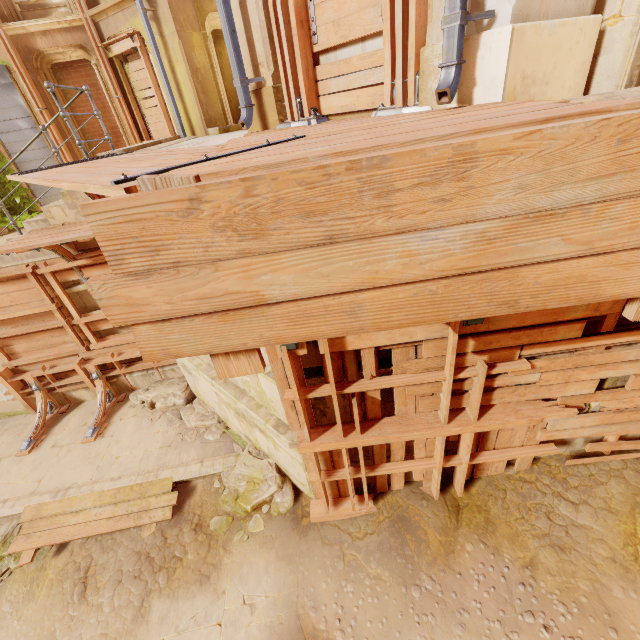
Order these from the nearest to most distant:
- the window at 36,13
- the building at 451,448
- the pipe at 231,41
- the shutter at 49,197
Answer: the pipe at 231,41 < the building at 451,448 < the window at 36,13 < the shutter at 49,197

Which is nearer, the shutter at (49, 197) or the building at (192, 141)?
the building at (192, 141)

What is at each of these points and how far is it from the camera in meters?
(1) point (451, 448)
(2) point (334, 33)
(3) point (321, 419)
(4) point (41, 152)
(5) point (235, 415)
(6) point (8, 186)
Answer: (1) building, 4.4 m
(2) wood, 3.5 m
(3) building, 4.0 m
(4) shutter, 10.2 m
(5) building, 5.8 m
(6) plant, 10.0 m

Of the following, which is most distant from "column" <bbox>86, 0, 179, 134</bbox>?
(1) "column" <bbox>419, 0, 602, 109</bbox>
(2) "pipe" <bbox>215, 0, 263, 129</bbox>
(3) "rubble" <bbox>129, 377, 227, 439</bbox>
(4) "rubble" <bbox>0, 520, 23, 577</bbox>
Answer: (4) "rubble" <bbox>0, 520, 23, 577</bbox>

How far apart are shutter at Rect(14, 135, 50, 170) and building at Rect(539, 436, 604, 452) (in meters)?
14.28

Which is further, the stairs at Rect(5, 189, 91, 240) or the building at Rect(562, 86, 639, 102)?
the stairs at Rect(5, 189, 91, 240)

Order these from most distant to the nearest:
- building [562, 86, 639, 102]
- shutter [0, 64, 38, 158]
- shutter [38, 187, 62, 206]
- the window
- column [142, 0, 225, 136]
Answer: shutter [38, 187, 62, 206]
shutter [0, 64, 38, 158]
the window
column [142, 0, 225, 136]
building [562, 86, 639, 102]

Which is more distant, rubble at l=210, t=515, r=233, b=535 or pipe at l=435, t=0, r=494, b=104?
rubble at l=210, t=515, r=233, b=535
